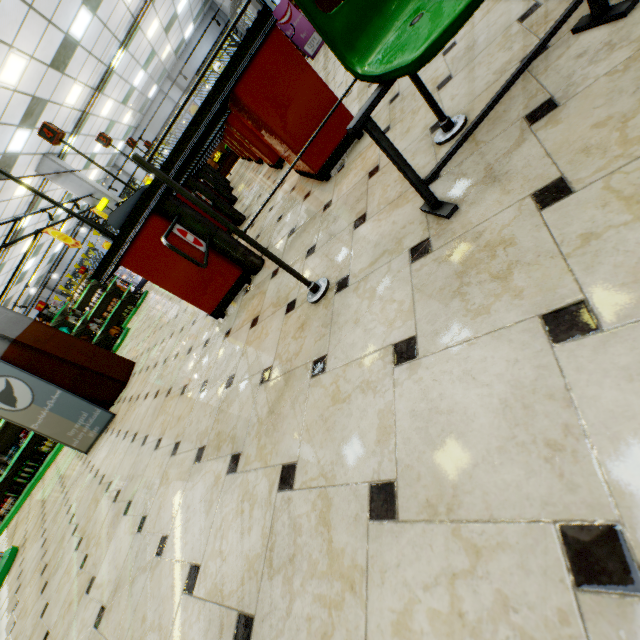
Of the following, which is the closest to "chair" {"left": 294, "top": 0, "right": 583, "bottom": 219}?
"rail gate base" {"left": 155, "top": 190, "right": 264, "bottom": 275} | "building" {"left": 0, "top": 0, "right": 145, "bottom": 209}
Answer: "building" {"left": 0, "top": 0, "right": 145, "bottom": 209}

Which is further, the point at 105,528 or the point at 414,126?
the point at 105,528

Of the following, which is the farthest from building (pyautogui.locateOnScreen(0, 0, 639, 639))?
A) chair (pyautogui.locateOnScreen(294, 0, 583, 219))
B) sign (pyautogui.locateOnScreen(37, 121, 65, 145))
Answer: sign (pyautogui.locateOnScreen(37, 121, 65, 145))

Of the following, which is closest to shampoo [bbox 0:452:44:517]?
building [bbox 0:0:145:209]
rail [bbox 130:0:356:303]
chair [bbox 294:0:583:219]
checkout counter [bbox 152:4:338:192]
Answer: building [bbox 0:0:145:209]

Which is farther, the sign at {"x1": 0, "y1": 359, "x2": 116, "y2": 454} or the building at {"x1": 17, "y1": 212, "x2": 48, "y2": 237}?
the building at {"x1": 17, "y1": 212, "x2": 48, "y2": 237}

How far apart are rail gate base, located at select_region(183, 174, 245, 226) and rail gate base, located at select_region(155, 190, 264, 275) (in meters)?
1.22

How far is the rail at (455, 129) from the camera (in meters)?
1.40

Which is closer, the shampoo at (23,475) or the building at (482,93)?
the building at (482,93)
